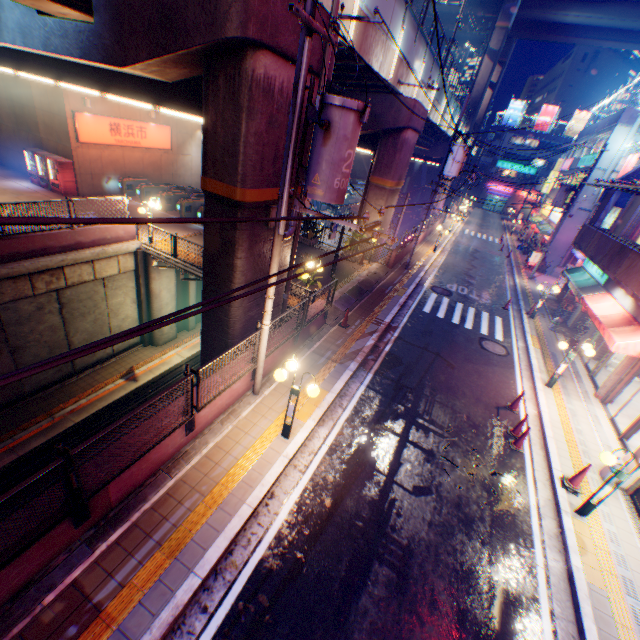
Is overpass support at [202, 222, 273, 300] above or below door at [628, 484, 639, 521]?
above

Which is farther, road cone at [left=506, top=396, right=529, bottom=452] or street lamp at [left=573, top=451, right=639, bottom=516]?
road cone at [left=506, top=396, right=529, bottom=452]

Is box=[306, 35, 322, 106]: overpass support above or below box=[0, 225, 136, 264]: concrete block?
above

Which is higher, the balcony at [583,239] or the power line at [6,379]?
the power line at [6,379]

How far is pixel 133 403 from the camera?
16.2m

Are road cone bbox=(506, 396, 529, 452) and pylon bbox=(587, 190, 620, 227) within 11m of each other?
no

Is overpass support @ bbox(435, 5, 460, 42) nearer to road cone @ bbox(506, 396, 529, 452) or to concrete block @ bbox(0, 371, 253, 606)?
concrete block @ bbox(0, 371, 253, 606)

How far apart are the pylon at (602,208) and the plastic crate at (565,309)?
3.6 meters
